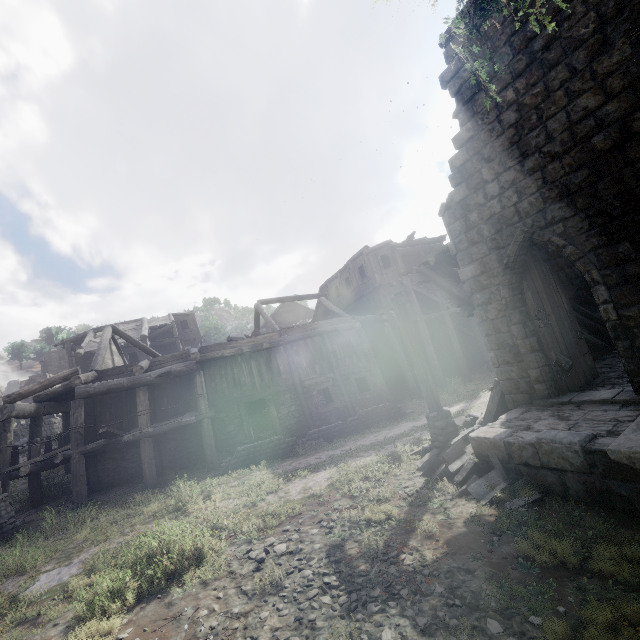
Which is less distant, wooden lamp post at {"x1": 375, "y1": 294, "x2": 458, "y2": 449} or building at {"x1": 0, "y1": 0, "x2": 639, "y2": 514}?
building at {"x1": 0, "y1": 0, "x2": 639, "y2": 514}

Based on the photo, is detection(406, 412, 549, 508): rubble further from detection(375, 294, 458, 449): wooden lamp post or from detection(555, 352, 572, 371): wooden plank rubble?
detection(555, 352, 572, 371): wooden plank rubble

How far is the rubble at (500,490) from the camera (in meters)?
5.92

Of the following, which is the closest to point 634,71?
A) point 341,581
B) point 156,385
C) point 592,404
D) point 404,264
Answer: point 592,404

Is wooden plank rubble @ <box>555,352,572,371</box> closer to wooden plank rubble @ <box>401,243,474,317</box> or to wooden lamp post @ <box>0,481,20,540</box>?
wooden plank rubble @ <box>401,243,474,317</box>

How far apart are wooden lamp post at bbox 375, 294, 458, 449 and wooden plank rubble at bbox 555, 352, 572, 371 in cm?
291

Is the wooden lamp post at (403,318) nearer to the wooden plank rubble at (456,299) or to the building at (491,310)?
the wooden plank rubble at (456,299)

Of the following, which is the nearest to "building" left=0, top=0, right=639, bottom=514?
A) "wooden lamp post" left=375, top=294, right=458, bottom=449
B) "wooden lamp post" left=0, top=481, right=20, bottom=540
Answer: "wooden lamp post" left=0, top=481, right=20, bottom=540
